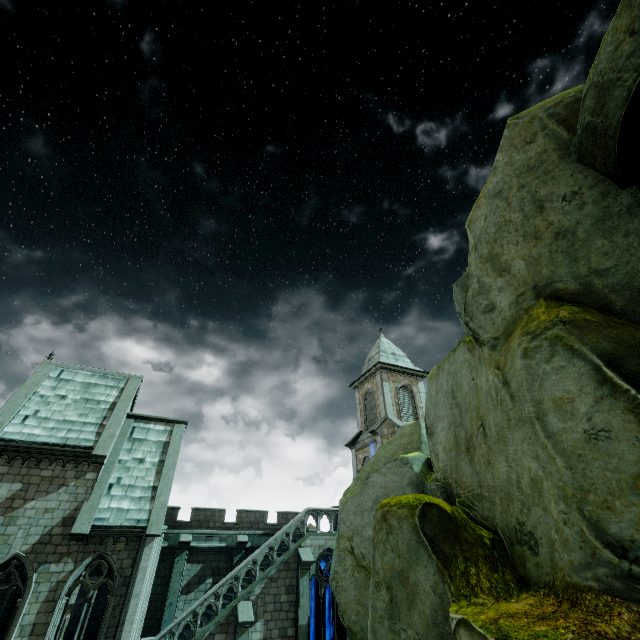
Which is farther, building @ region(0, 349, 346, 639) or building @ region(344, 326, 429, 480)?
building @ region(344, 326, 429, 480)

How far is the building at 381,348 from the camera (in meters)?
26.58

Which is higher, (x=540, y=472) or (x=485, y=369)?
(x=485, y=369)

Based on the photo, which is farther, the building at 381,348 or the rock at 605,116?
the building at 381,348

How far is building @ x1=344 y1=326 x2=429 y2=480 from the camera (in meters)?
26.58

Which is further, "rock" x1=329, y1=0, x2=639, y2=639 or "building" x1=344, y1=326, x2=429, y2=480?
"building" x1=344, y1=326, x2=429, y2=480

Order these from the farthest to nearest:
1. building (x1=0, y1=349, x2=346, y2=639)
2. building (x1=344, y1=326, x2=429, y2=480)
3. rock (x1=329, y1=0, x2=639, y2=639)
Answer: building (x1=344, y1=326, x2=429, y2=480), building (x1=0, y1=349, x2=346, y2=639), rock (x1=329, y1=0, x2=639, y2=639)
